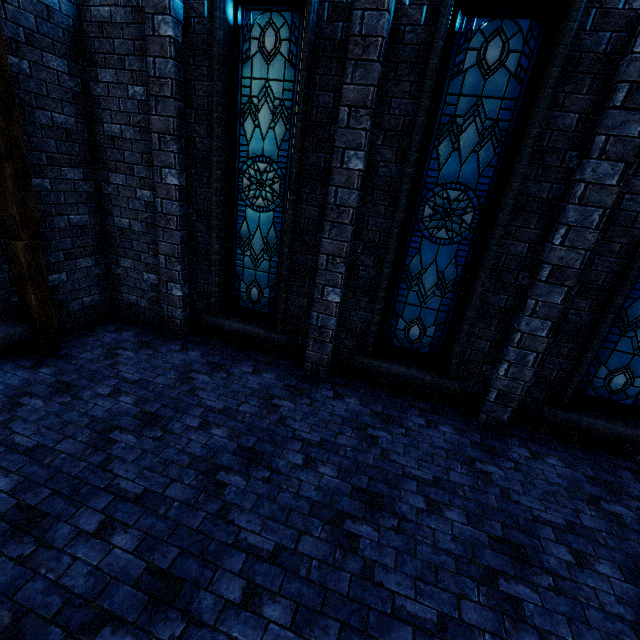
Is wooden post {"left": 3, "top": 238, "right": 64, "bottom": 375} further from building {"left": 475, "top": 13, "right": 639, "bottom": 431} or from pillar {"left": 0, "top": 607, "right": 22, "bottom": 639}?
pillar {"left": 0, "top": 607, "right": 22, "bottom": 639}

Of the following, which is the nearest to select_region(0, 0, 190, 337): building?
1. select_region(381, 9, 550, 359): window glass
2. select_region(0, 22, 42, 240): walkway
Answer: select_region(0, 22, 42, 240): walkway

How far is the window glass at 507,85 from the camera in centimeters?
390cm

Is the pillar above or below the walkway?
below

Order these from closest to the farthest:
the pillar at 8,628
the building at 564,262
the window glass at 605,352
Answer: the pillar at 8,628, the building at 564,262, the window glass at 605,352

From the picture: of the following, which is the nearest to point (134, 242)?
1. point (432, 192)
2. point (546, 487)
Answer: point (432, 192)

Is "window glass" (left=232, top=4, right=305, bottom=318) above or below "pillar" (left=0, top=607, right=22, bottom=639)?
above

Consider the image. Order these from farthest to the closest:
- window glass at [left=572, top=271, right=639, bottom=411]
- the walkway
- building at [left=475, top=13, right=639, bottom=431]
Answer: window glass at [left=572, top=271, right=639, bottom=411] → the walkway → building at [left=475, top=13, right=639, bottom=431]
